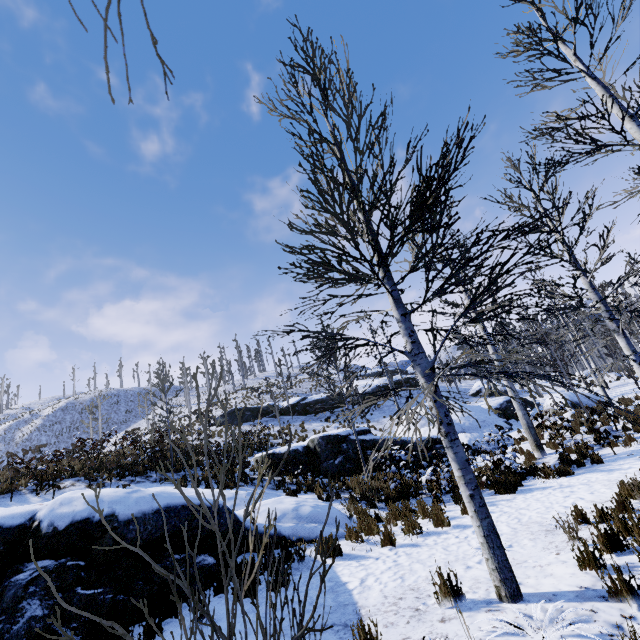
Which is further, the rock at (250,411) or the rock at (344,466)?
the rock at (250,411)

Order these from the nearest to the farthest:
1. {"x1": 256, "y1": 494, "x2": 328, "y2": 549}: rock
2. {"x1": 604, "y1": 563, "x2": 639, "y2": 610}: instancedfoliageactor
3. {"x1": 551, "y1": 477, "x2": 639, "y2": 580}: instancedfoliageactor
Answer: {"x1": 604, "y1": 563, "x2": 639, "y2": 610}: instancedfoliageactor, {"x1": 551, "y1": 477, "x2": 639, "y2": 580}: instancedfoliageactor, {"x1": 256, "y1": 494, "x2": 328, "y2": 549}: rock

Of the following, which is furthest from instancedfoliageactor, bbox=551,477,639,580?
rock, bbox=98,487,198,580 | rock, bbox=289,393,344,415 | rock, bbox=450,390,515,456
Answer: rock, bbox=289,393,344,415

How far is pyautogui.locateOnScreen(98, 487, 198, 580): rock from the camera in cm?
468

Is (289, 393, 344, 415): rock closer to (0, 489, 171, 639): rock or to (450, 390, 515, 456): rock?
(450, 390, 515, 456): rock

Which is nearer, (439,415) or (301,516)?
(439,415)

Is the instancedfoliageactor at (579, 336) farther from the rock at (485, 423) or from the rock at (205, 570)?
the rock at (205, 570)

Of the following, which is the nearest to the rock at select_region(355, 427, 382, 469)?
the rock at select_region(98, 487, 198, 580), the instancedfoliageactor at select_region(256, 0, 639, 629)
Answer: the instancedfoliageactor at select_region(256, 0, 639, 629)
